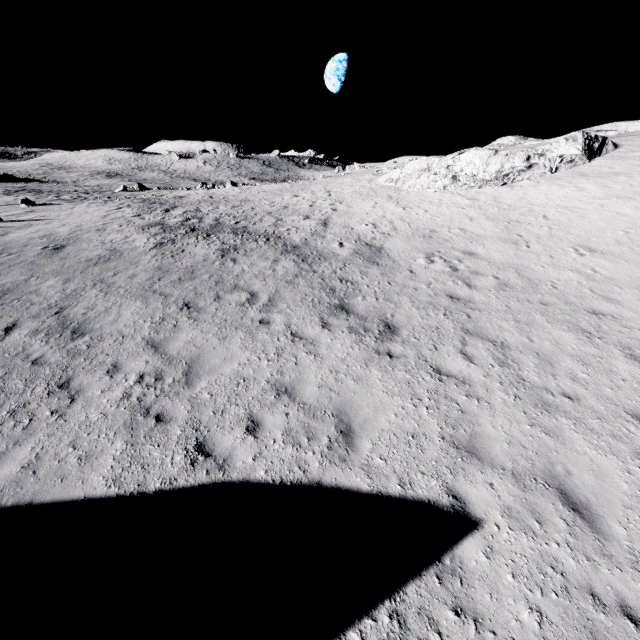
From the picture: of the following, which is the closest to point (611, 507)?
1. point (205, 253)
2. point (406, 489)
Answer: point (406, 489)
